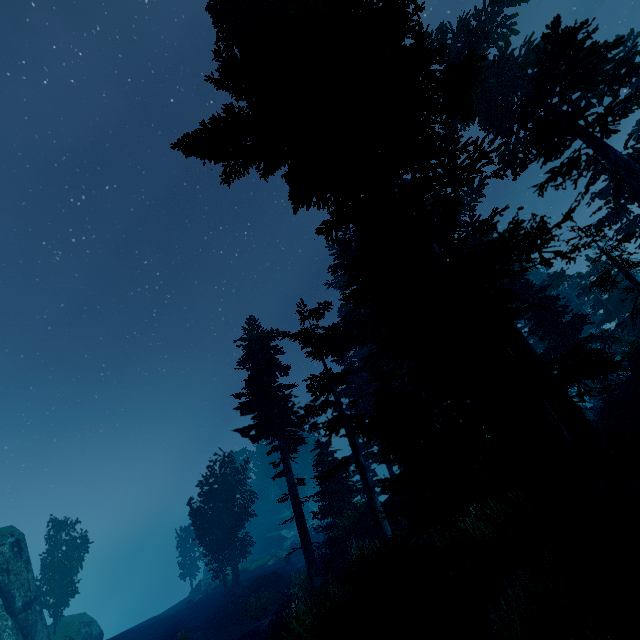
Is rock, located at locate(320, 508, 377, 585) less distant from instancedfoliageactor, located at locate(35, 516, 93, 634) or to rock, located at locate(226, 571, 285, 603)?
instancedfoliageactor, located at locate(35, 516, 93, 634)

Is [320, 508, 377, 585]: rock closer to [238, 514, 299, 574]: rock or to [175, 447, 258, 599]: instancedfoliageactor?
[175, 447, 258, 599]: instancedfoliageactor

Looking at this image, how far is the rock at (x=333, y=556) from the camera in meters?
18.2 m

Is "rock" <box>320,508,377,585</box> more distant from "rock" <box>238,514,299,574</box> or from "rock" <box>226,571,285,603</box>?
"rock" <box>238,514,299,574</box>

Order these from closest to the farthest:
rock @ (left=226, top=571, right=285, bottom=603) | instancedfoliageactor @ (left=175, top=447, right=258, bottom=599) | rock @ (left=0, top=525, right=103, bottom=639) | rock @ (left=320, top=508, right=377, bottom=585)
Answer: rock @ (left=320, top=508, right=377, bottom=585), rock @ (left=0, top=525, right=103, bottom=639), rock @ (left=226, top=571, right=285, bottom=603), instancedfoliageactor @ (left=175, top=447, right=258, bottom=599)

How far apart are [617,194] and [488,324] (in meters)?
16.10

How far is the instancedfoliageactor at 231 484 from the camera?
33.6 meters

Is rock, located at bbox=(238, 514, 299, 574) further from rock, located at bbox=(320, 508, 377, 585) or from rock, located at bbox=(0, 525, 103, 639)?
rock, located at bbox=(320, 508, 377, 585)
